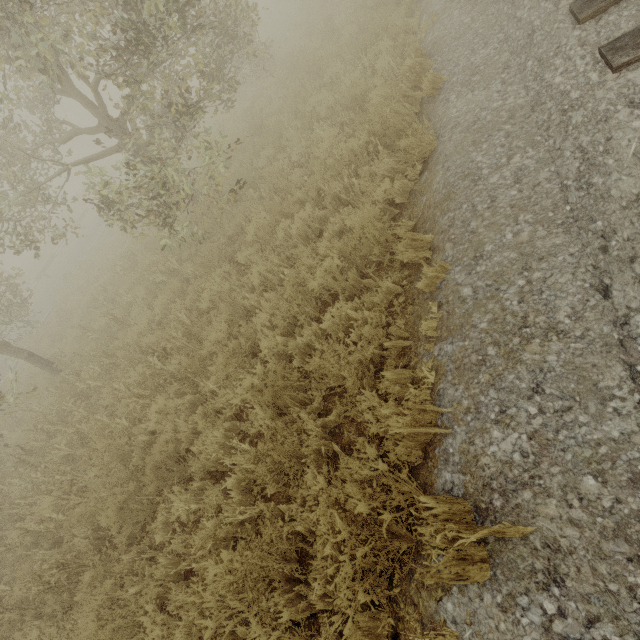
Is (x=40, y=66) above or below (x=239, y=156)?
above
